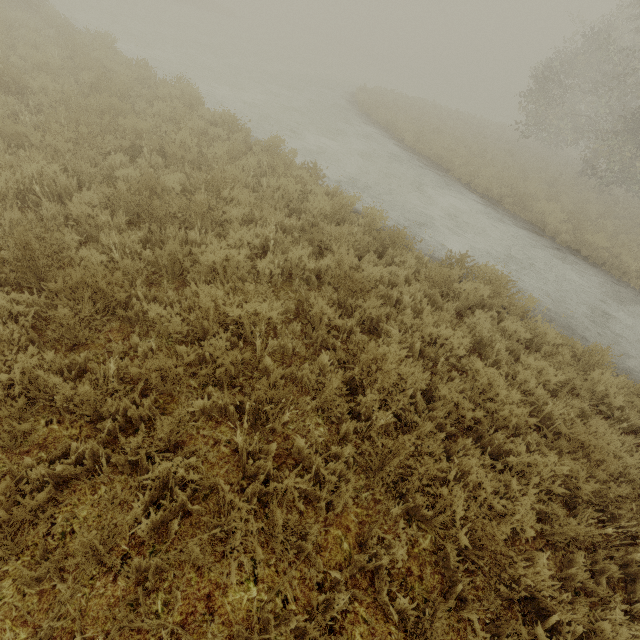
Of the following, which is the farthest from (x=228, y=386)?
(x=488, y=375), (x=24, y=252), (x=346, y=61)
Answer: (x=346, y=61)
